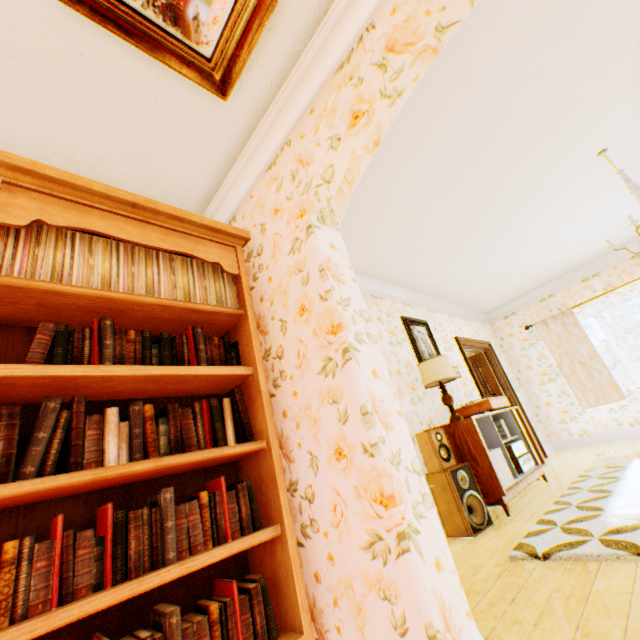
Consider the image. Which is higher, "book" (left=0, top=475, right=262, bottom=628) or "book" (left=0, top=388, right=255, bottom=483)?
"book" (left=0, top=388, right=255, bottom=483)

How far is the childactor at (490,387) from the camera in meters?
6.7 m

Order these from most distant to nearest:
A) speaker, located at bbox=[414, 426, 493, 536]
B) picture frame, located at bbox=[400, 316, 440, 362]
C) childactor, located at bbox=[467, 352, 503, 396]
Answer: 1. childactor, located at bbox=[467, 352, 503, 396]
2. picture frame, located at bbox=[400, 316, 440, 362]
3. speaker, located at bbox=[414, 426, 493, 536]

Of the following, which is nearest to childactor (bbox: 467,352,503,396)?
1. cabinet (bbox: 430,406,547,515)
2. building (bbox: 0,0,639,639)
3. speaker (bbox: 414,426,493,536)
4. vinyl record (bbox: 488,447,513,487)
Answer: building (bbox: 0,0,639,639)

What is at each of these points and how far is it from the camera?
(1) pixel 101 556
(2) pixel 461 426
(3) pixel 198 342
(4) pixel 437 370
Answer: (1) book, 1.2m
(2) cabinet, 3.6m
(3) book, 1.9m
(4) lamp, 3.9m

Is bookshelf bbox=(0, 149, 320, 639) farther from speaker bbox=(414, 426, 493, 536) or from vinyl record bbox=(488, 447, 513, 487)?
vinyl record bbox=(488, 447, 513, 487)

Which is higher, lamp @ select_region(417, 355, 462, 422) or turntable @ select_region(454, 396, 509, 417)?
lamp @ select_region(417, 355, 462, 422)

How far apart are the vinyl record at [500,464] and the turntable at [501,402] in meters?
0.5
